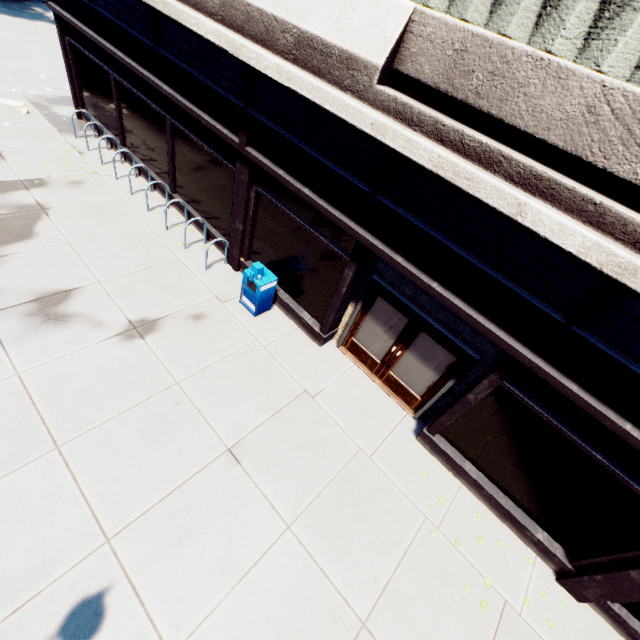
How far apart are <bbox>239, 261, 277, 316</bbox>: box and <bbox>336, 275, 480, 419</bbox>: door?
1.9 meters

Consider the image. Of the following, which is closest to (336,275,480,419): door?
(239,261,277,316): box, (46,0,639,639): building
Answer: (46,0,639,639): building

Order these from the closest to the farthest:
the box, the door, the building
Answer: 1. the building
2. the door
3. the box

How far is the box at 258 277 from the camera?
7.4m

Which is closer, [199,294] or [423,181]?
[423,181]

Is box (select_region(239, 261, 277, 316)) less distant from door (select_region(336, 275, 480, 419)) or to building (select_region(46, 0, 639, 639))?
building (select_region(46, 0, 639, 639))

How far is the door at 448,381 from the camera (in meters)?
6.15
